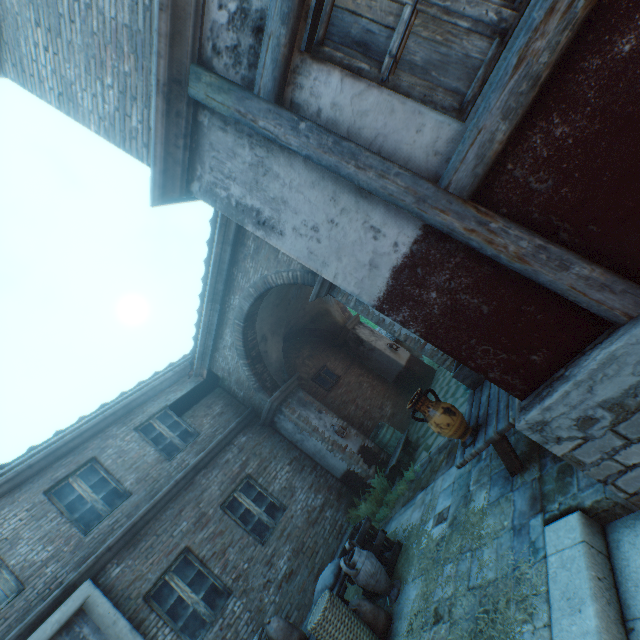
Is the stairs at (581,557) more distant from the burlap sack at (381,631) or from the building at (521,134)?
the burlap sack at (381,631)

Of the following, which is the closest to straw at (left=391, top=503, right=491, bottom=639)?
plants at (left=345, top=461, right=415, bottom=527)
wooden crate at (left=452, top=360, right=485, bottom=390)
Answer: plants at (left=345, top=461, right=415, bottom=527)

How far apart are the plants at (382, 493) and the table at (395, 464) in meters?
0.1

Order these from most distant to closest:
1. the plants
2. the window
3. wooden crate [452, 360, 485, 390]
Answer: the window, the plants, wooden crate [452, 360, 485, 390]

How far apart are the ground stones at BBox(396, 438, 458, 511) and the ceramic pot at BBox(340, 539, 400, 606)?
1.7 meters

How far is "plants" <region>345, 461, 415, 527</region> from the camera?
7.42m

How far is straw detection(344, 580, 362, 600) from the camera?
6.0m

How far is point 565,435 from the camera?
2.4 meters
